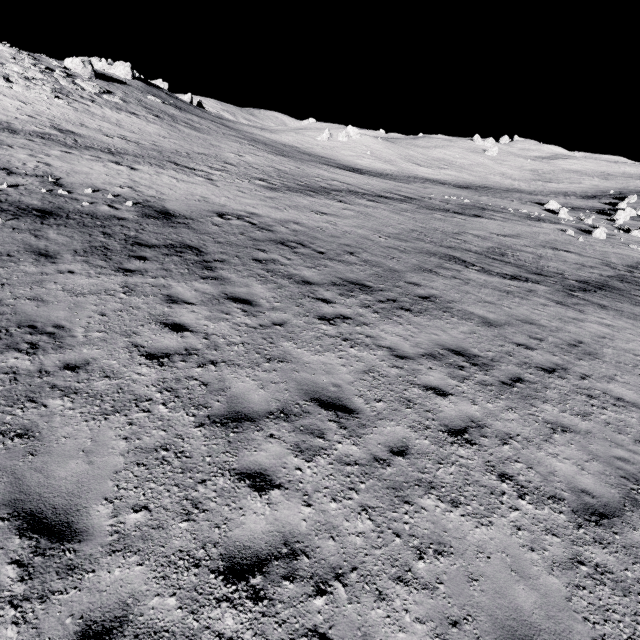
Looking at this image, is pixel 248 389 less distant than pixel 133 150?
Yes

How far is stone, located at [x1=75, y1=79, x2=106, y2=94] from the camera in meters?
37.5

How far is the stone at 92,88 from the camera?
37.5m
